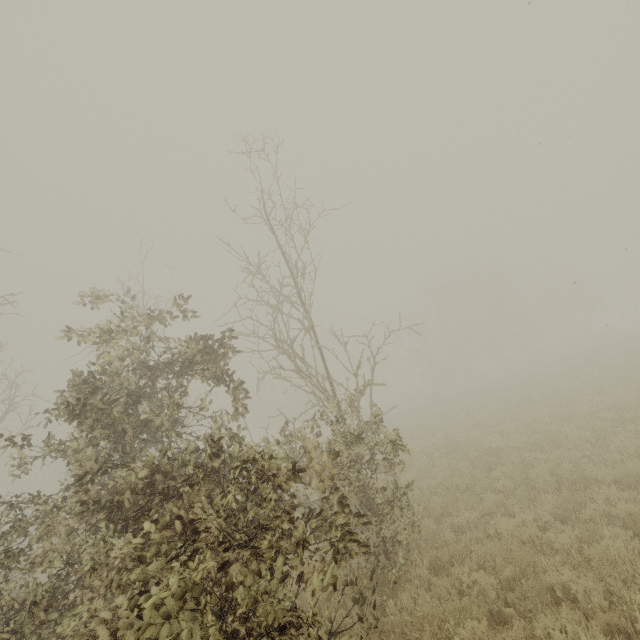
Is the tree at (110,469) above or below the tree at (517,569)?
above

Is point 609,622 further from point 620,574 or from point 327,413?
point 327,413

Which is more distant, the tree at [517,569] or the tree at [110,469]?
the tree at [517,569]

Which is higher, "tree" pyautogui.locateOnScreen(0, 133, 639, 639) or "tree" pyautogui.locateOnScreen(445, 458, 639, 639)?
"tree" pyautogui.locateOnScreen(0, 133, 639, 639)

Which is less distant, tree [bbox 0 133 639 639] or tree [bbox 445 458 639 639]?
tree [bbox 0 133 639 639]
